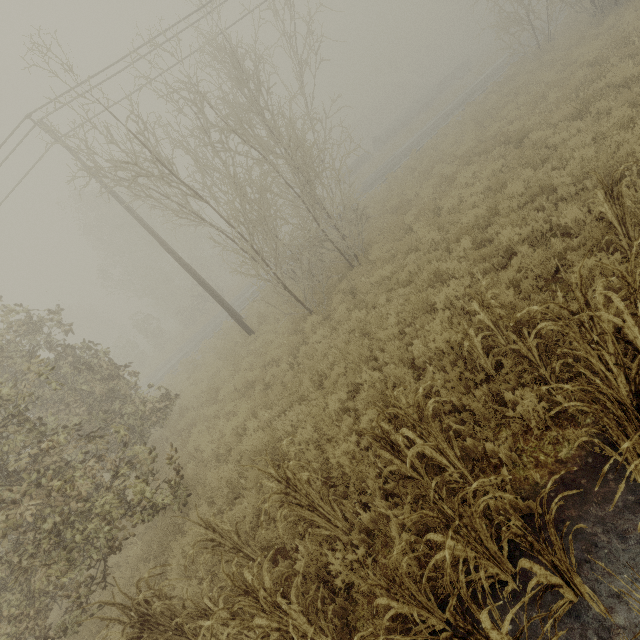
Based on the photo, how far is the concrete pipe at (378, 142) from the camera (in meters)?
40.09

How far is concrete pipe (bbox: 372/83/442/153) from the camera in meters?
40.1 m

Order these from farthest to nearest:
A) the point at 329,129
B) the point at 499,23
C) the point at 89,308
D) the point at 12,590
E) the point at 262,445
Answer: the point at 89,308 < the point at 499,23 < the point at 329,129 < the point at 262,445 < the point at 12,590
